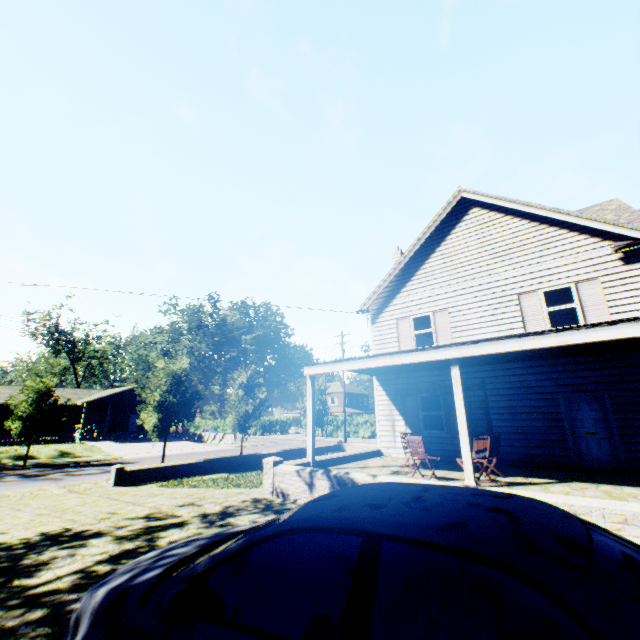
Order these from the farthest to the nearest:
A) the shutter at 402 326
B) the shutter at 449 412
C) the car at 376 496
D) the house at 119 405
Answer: the house at 119 405, the shutter at 402 326, the shutter at 449 412, the car at 376 496

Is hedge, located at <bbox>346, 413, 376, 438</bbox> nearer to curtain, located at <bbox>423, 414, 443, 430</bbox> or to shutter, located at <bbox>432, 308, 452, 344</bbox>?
curtain, located at <bbox>423, 414, 443, 430</bbox>

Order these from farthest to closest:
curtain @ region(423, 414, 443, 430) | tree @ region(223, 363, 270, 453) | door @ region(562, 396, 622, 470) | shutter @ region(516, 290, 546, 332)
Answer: tree @ region(223, 363, 270, 453) → curtain @ region(423, 414, 443, 430) → shutter @ region(516, 290, 546, 332) → door @ region(562, 396, 622, 470)

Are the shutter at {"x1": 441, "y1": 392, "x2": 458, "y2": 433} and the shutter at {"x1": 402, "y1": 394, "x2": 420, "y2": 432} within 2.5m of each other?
yes

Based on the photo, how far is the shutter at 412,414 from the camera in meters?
13.5

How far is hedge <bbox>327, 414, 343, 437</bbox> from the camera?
48.38m

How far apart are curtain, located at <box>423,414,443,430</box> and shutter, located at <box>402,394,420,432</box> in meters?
0.3

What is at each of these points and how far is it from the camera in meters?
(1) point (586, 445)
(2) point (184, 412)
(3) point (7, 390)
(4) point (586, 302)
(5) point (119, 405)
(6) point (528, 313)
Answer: (1) door, 10.2 m
(2) tree, 20.9 m
(3) house, 37.7 m
(4) shutter, 10.9 m
(5) house, 43.8 m
(6) shutter, 11.9 m
